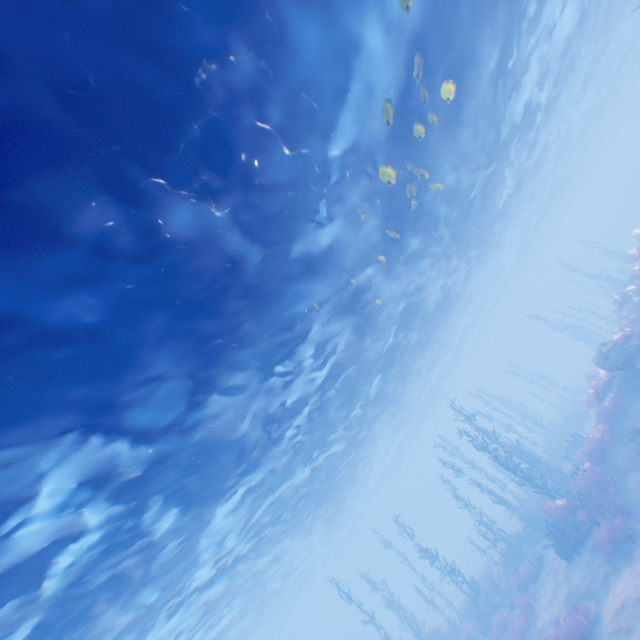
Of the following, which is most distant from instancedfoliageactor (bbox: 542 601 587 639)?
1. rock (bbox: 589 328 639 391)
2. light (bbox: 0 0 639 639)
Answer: light (bbox: 0 0 639 639)

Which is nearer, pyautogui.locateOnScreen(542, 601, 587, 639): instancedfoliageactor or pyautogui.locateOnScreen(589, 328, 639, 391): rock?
pyautogui.locateOnScreen(542, 601, 587, 639): instancedfoliageactor

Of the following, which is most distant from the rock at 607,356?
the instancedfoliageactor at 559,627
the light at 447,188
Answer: the light at 447,188

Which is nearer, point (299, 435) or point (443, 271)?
point (299, 435)

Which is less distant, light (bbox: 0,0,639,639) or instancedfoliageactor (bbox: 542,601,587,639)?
light (bbox: 0,0,639,639)

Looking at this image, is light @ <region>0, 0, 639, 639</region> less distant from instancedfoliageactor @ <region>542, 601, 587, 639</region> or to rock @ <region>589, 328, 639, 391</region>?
rock @ <region>589, 328, 639, 391</region>

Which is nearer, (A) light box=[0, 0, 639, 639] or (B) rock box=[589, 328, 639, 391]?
(A) light box=[0, 0, 639, 639]
